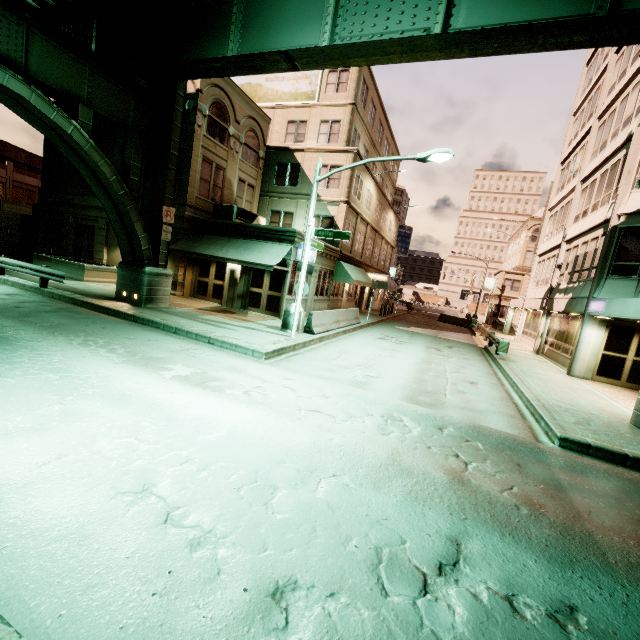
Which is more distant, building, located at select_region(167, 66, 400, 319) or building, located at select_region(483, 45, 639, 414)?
building, located at select_region(167, 66, 400, 319)

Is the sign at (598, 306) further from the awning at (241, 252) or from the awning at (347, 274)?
the awning at (241, 252)

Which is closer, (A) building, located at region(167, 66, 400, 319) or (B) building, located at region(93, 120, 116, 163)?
(A) building, located at region(167, 66, 400, 319)

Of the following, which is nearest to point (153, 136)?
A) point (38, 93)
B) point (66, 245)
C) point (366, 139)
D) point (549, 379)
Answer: point (38, 93)

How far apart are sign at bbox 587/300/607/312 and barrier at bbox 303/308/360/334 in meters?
11.4

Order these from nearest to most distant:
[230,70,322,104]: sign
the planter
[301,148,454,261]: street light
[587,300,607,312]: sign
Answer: [301,148,454,261]: street light < [587,300,607,312]: sign < the planter < [230,70,322,104]: sign

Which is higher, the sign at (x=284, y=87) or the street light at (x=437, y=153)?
the sign at (x=284, y=87)

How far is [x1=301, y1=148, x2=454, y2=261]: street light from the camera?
11.4m
